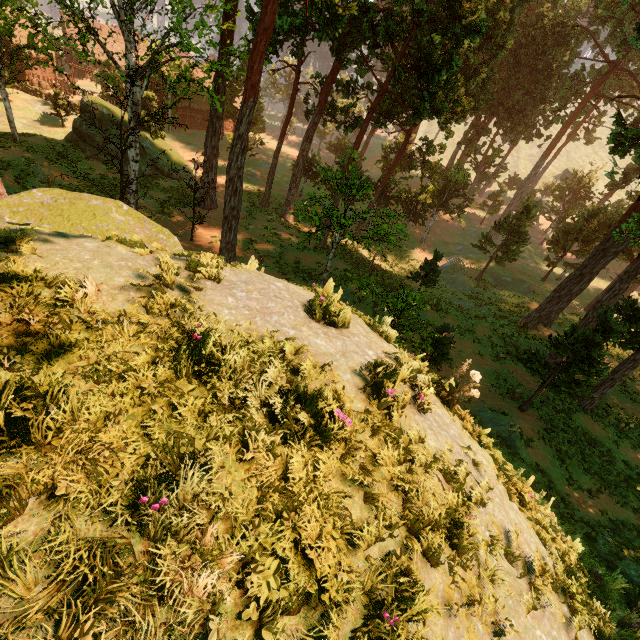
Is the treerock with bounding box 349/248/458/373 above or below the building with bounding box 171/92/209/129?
above

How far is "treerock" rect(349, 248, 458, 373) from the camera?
6.8 meters

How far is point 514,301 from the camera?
28.8m

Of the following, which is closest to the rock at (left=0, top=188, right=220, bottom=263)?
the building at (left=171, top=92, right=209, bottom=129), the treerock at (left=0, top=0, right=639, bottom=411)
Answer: the treerock at (left=0, top=0, right=639, bottom=411)

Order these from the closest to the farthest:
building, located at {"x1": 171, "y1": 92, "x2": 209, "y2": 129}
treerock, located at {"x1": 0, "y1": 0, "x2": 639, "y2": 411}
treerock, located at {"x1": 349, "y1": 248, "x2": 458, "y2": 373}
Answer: treerock, located at {"x1": 349, "y1": 248, "x2": 458, "y2": 373}
treerock, located at {"x1": 0, "y1": 0, "x2": 639, "y2": 411}
building, located at {"x1": 171, "y1": 92, "x2": 209, "y2": 129}

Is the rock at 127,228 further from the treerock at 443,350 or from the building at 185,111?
the building at 185,111
